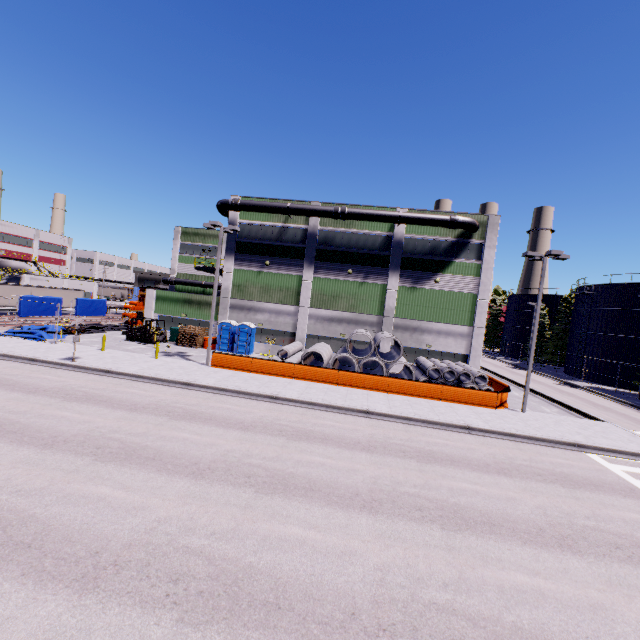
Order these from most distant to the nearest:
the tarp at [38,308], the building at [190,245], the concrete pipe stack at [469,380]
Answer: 1. the building at [190,245]
2. the tarp at [38,308]
3. the concrete pipe stack at [469,380]

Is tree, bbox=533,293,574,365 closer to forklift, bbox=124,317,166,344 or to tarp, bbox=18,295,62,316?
tarp, bbox=18,295,62,316

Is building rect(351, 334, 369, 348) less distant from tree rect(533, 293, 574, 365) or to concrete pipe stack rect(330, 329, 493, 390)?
concrete pipe stack rect(330, 329, 493, 390)

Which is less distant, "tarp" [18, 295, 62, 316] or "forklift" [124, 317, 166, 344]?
"tarp" [18, 295, 62, 316]

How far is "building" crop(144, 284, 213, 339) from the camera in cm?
3222

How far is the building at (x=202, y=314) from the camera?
32.2 meters

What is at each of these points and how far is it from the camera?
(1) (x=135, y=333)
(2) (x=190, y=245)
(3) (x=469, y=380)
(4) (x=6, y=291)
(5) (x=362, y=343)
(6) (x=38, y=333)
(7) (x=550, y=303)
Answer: (1) forklift, 29.92m
(2) building, 49.34m
(3) concrete pipe stack, 23.34m
(4) semi trailer, 38.91m
(5) building, 30.30m
(6) tarp, 25.97m
(7) silo, 55.88m
